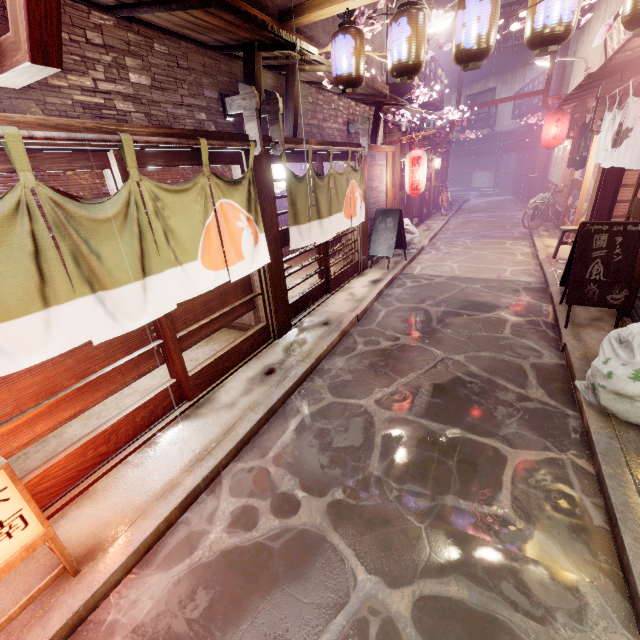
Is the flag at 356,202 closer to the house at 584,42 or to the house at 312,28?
the house at 312,28

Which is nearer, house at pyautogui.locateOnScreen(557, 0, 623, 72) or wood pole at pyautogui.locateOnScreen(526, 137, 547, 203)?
house at pyautogui.locateOnScreen(557, 0, 623, 72)

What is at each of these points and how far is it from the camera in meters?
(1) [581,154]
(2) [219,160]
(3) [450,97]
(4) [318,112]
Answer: (1) flag, 15.0
(2) door, 7.0
(3) house, 56.0
(4) house, 10.9

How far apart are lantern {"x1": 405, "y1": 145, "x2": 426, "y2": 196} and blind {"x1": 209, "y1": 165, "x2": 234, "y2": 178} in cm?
1080

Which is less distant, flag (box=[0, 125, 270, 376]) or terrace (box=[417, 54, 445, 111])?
flag (box=[0, 125, 270, 376])

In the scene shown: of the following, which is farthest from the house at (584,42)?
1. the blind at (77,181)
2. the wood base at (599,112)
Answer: the blind at (77,181)

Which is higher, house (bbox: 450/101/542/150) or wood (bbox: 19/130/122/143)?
house (bbox: 450/101/542/150)

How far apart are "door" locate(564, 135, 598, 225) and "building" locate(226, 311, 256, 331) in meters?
18.1
